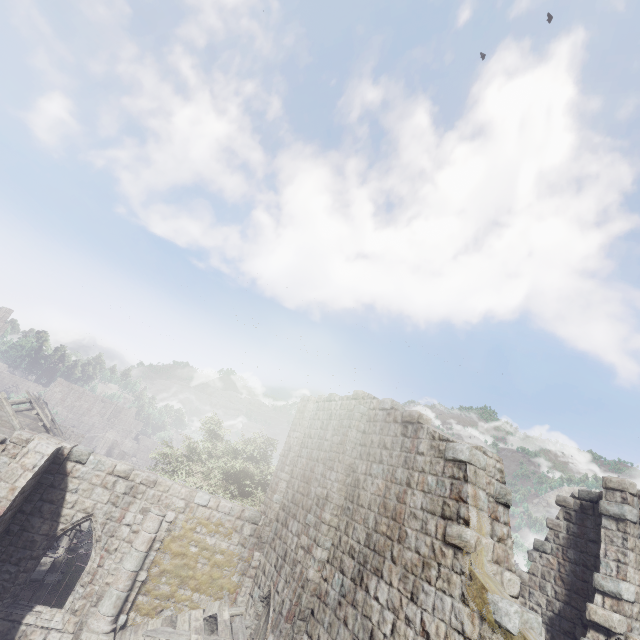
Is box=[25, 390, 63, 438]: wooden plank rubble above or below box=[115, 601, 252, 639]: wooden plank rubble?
above

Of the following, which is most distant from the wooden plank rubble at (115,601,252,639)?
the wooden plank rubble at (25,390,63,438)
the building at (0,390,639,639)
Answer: the wooden plank rubble at (25,390,63,438)

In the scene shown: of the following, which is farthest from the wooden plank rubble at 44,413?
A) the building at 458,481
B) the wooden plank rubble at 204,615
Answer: the wooden plank rubble at 204,615

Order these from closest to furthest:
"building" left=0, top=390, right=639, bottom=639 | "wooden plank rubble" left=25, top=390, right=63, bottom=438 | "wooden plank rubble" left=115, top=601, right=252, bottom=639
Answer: "building" left=0, top=390, right=639, bottom=639, "wooden plank rubble" left=115, top=601, right=252, bottom=639, "wooden plank rubble" left=25, top=390, right=63, bottom=438

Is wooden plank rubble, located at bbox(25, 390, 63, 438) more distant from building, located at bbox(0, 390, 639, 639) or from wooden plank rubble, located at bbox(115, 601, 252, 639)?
wooden plank rubble, located at bbox(115, 601, 252, 639)

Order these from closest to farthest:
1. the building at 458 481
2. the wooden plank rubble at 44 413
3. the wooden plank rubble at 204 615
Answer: the building at 458 481
the wooden plank rubble at 204 615
the wooden plank rubble at 44 413

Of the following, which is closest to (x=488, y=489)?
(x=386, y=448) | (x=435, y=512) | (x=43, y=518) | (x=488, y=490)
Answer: (x=488, y=490)

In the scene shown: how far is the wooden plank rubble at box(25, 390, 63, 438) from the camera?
22.25m
